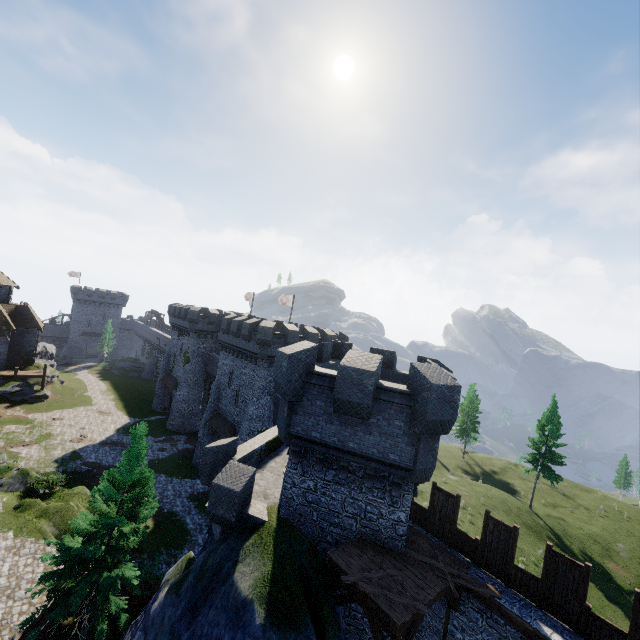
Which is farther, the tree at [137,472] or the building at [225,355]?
the building at [225,355]

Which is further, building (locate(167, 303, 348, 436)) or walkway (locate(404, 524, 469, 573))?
building (locate(167, 303, 348, 436))

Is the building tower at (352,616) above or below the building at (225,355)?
below

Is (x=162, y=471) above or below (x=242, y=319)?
below

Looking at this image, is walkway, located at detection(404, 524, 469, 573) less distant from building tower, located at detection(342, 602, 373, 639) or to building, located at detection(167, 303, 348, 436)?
building tower, located at detection(342, 602, 373, 639)

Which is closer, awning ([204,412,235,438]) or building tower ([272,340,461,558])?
building tower ([272,340,461,558])

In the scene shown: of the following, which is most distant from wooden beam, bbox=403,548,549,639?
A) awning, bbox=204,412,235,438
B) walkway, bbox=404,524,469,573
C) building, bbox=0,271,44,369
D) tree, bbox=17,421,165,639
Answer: building, bbox=0,271,44,369
